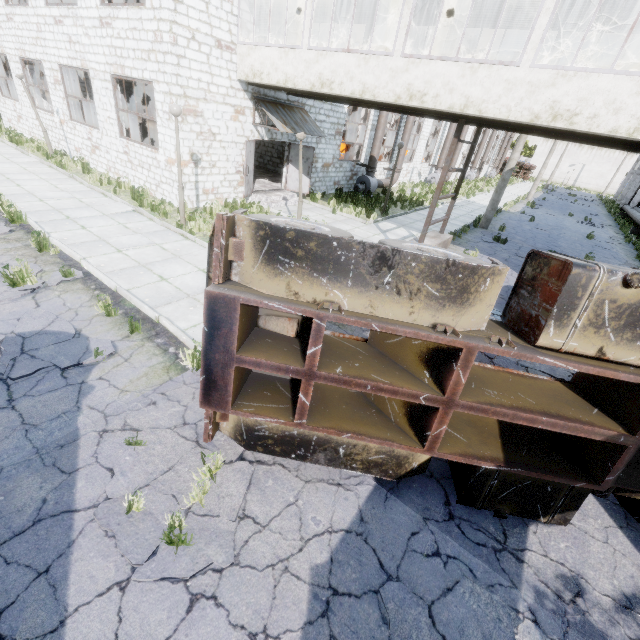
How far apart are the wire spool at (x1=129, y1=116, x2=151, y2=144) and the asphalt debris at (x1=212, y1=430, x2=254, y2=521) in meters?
21.8

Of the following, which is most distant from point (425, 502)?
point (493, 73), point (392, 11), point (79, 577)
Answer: point (392, 11)

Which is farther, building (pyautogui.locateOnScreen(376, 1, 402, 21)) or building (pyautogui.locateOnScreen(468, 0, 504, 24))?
building (pyautogui.locateOnScreen(376, 1, 402, 21))

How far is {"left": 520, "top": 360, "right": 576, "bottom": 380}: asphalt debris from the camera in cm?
677

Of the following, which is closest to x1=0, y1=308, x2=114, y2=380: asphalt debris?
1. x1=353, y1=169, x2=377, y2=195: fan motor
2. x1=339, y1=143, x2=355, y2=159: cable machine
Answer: x1=353, y1=169, x2=377, y2=195: fan motor

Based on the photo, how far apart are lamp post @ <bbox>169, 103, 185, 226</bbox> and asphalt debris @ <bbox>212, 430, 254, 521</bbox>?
8.0m

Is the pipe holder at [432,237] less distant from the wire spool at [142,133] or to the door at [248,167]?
the door at [248,167]

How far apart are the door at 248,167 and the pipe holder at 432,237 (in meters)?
7.29
